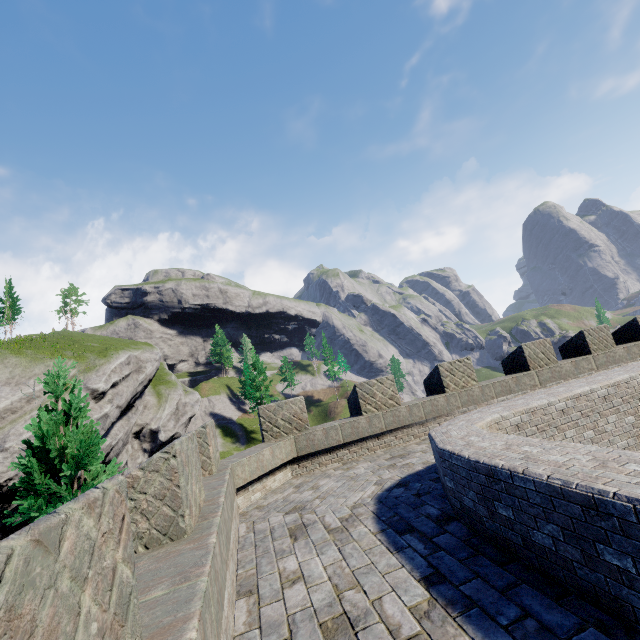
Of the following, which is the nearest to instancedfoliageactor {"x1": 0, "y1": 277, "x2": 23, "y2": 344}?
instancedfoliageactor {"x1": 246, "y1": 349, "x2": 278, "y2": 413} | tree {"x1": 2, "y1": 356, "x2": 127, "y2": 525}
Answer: instancedfoliageactor {"x1": 246, "y1": 349, "x2": 278, "y2": 413}

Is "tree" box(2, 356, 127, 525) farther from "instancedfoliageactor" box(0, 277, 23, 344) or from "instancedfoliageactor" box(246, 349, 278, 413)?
"instancedfoliageactor" box(0, 277, 23, 344)

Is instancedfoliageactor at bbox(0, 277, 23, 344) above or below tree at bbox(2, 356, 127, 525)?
above

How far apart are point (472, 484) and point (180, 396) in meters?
55.7 m

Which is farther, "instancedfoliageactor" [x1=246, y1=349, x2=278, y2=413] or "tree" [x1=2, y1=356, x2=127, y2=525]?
"instancedfoliageactor" [x1=246, y1=349, x2=278, y2=413]

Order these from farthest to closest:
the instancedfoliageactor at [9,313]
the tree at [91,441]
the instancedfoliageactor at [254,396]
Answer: the instancedfoliageactor at [254,396]
the instancedfoliageactor at [9,313]
the tree at [91,441]

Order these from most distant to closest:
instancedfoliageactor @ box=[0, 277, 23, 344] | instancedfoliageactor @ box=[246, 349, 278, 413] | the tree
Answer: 1. instancedfoliageactor @ box=[246, 349, 278, 413]
2. instancedfoliageactor @ box=[0, 277, 23, 344]
3. the tree

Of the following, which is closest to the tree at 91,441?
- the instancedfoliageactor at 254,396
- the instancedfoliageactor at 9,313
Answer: the instancedfoliageactor at 254,396
